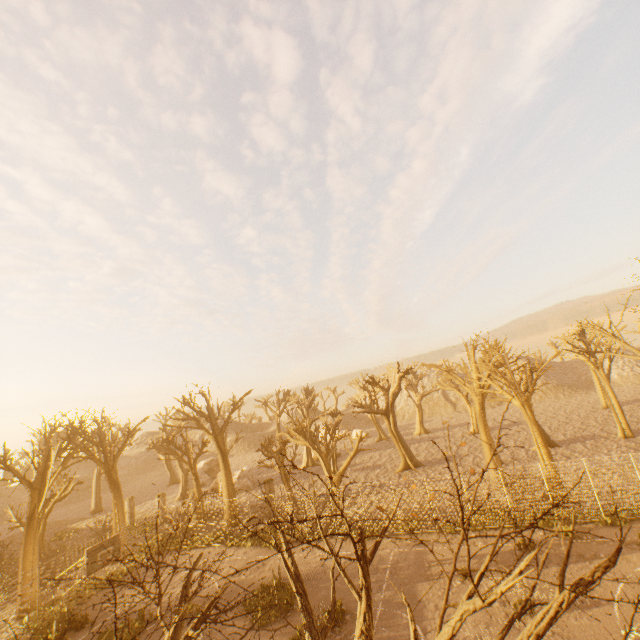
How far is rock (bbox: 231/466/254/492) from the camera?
36.2 meters

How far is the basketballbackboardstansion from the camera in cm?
1501

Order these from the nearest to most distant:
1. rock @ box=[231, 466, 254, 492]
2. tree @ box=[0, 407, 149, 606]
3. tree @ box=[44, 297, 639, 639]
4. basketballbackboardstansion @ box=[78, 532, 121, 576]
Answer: tree @ box=[44, 297, 639, 639] → basketballbackboardstansion @ box=[78, 532, 121, 576] → tree @ box=[0, 407, 149, 606] → rock @ box=[231, 466, 254, 492]

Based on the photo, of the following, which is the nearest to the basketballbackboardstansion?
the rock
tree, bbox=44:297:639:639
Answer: tree, bbox=44:297:639:639

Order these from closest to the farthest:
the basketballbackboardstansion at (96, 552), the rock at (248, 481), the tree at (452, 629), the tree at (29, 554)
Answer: the tree at (452, 629) < the basketballbackboardstansion at (96, 552) < the tree at (29, 554) < the rock at (248, 481)

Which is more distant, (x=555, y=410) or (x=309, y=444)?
(x=555, y=410)

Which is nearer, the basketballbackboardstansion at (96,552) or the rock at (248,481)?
the basketballbackboardstansion at (96,552)

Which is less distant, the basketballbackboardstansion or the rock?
the basketballbackboardstansion
